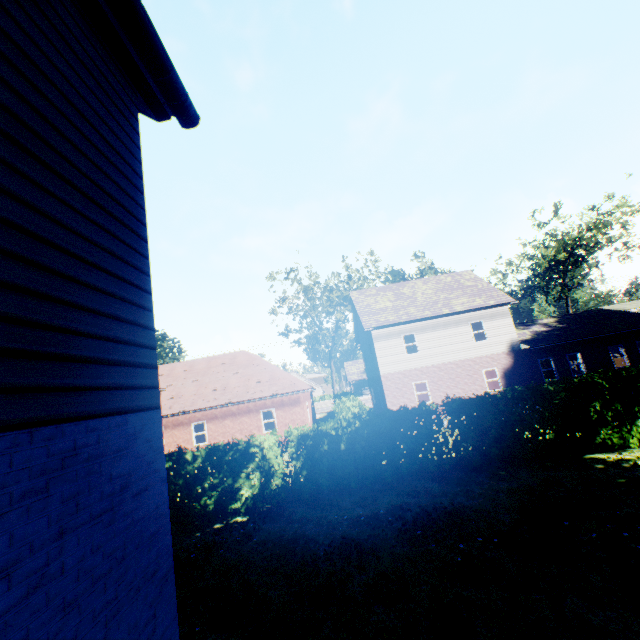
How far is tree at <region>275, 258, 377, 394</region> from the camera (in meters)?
36.55

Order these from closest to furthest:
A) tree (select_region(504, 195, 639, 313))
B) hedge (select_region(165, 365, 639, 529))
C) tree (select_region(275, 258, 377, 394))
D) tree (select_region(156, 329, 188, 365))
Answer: hedge (select_region(165, 365, 639, 529)) → tree (select_region(504, 195, 639, 313)) → tree (select_region(275, 258, 377, 394)) → tree (select_region(156, 329, 188, 365))

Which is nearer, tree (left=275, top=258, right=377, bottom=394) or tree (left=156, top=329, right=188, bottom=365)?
tree (left=275, top=258, right=377, bottom=394)

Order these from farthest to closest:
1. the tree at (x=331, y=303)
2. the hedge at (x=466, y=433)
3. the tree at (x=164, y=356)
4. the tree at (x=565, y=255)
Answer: the tree at (x=164, y=356) < the tree at (x=331, y=303) < the tree at (x=565, y=255) < the hedge at (x=466, y=433)

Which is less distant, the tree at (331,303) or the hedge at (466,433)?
the hedge at (466,433)

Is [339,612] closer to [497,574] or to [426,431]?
[497,574]

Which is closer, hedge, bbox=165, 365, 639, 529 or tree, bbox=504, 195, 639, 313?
hedge, bbox=165, 365, 639, 529
